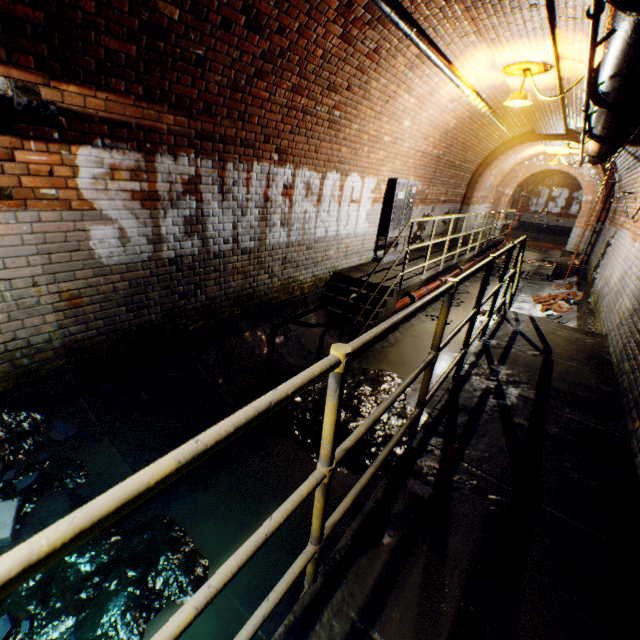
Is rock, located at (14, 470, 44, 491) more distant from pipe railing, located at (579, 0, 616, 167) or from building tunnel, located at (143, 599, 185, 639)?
pipe railing, located at (579, 0, 616, 167)

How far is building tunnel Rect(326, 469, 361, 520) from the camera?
2.9 meters

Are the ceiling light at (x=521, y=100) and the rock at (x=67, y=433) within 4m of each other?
no

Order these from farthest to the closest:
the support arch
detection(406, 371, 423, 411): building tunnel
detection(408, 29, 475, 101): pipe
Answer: the support arch, detection(406, 371, 423, 411): building tunnel, detection(408, 29, 475, 101): pipe

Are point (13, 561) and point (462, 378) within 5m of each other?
yes

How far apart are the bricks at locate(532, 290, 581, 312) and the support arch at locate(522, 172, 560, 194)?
22.57m

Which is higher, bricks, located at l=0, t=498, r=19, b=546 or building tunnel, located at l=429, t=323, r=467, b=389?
bricks, located at l=0, t=498, r=19, b=546

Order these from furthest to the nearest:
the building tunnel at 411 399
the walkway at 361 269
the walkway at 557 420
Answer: the walkway at 361 269, the building tunnel at 411 399, the walkway at 557 420
